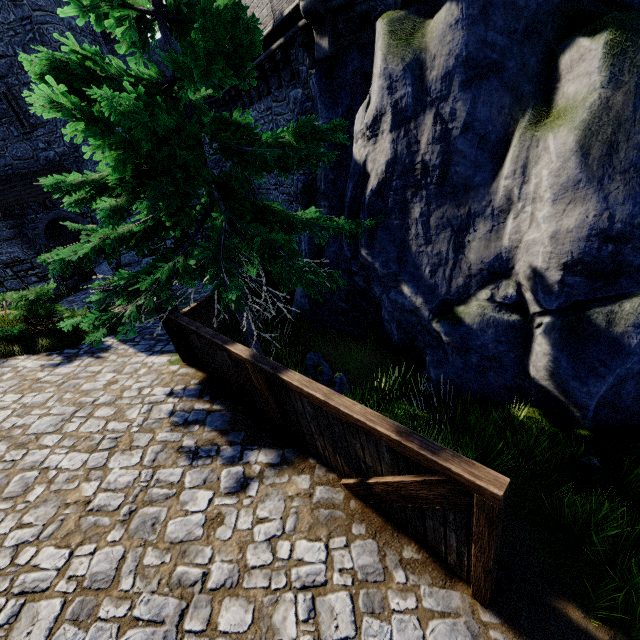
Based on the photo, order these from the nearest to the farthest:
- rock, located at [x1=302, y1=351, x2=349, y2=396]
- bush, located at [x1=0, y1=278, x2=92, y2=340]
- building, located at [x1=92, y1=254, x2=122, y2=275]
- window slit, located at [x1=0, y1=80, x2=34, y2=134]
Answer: rock, located at [x1=302, y1=351, x2=349, y2=396]
bush, located at [x1=0, y1=278, x2=92, y2=340]
window slit, located at [x1=0, y1=80, x2=34, y2=134]
building, located at [x1=92, y1=254, x2=122, y2=275]

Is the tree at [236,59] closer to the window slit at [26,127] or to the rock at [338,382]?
the rock at [338,382]

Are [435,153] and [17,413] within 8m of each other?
no

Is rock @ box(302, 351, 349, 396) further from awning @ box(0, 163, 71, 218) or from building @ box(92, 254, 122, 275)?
building @ box(92, 254, 122, 275)

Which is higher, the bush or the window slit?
the window slit

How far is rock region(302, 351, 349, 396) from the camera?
6.6 meters

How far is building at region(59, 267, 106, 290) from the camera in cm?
1992

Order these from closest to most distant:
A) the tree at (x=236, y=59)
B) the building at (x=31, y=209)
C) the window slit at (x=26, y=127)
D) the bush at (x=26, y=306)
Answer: the tree at (x=236, y=59) → the bush at (x=26, y=306) → the window slit at (x=26, y=127) → the building at (x=31, y=209)
